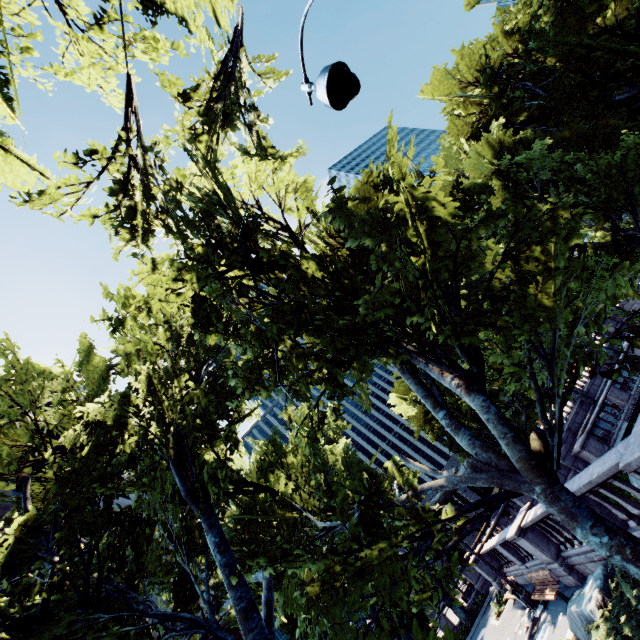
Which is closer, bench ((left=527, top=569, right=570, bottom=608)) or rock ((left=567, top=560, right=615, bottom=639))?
rock ((left=567, top=560, right=615, bottom=639))

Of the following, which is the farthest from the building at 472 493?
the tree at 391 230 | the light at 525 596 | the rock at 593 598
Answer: the rock at 593 598

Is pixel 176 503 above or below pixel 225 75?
below

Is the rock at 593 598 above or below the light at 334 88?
below

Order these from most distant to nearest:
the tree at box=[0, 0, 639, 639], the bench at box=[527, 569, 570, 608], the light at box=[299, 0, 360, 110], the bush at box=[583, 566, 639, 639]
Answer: the bench at box=[527, 569, 570, 608] → the tree at box=[0, 0, 639, 639] → the bush at box=[583, 566, 639, 639] → the light at box=[299, 0, 360, 110]

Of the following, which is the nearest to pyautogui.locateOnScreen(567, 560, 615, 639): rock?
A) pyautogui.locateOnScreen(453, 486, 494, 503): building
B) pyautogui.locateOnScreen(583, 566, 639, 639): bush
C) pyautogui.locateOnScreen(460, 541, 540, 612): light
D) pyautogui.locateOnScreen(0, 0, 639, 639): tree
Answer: pyautogui.locateOnScreen(583, 566, 639, 639): bush

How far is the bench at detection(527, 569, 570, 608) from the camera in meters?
11.2

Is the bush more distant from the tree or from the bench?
the bench
